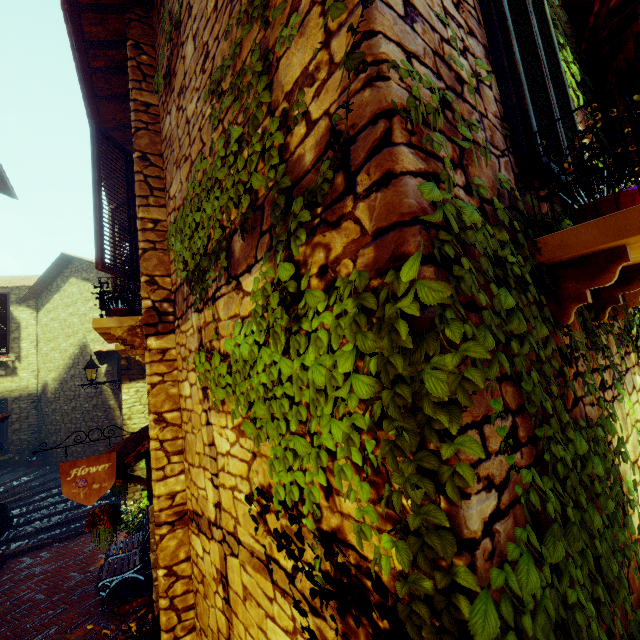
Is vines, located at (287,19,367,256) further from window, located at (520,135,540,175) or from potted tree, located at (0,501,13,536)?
potted tree, located at (0,501,13,536)

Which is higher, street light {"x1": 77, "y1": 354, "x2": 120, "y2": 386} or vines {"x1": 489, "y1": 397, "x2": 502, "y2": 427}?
street light {"x1": 77, "y1": 354, "x2": 120, "y2": 386}

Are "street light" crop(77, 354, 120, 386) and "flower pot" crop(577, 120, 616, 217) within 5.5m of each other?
no

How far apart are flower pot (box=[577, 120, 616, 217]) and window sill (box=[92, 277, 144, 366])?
3.8m

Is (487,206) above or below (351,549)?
above

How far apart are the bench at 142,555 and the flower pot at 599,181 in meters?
7.2 m

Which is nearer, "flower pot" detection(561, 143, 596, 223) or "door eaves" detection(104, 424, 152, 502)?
"flower pot" detection(561, 143, 596, 223)

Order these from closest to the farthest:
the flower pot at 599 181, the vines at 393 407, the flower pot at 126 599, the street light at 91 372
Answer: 1. the vines at 393 407
2. the flower pot at 599 181
3. the flower pot at 126 599
4. the street light at 91 372
